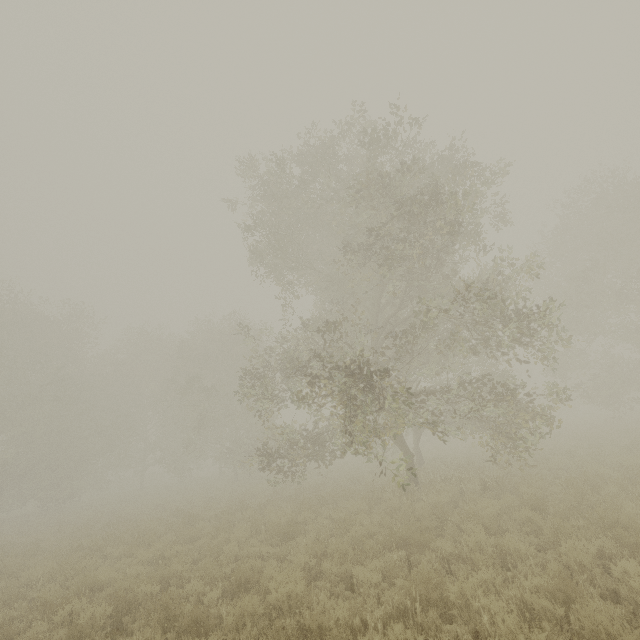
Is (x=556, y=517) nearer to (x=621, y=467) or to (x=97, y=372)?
(x=621, y=467)
